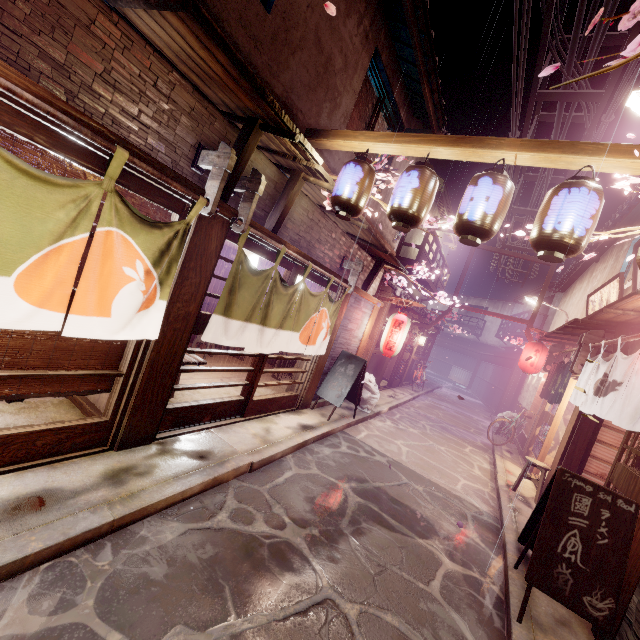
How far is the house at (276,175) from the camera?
7.5m

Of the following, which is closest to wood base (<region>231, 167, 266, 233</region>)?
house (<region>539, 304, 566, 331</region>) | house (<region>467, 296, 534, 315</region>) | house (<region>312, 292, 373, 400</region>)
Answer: house (<region>312, 292, 373, 400</region>)

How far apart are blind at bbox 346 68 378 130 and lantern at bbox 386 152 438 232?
4.50m

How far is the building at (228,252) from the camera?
14.31m

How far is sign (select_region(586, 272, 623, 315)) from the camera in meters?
12.8 m

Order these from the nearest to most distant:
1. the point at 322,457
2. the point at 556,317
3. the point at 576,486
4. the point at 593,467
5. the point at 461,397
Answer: the point at 576,486, the point at 461,397, the point at 322,457, the point at 593,467, the point at 556,317

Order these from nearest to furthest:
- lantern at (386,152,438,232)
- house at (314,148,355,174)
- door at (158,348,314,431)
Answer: lantern at (386,152,438,232) < door at (158,348,314,431) < house at (314,148,355,174)

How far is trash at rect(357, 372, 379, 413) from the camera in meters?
15.9 m
